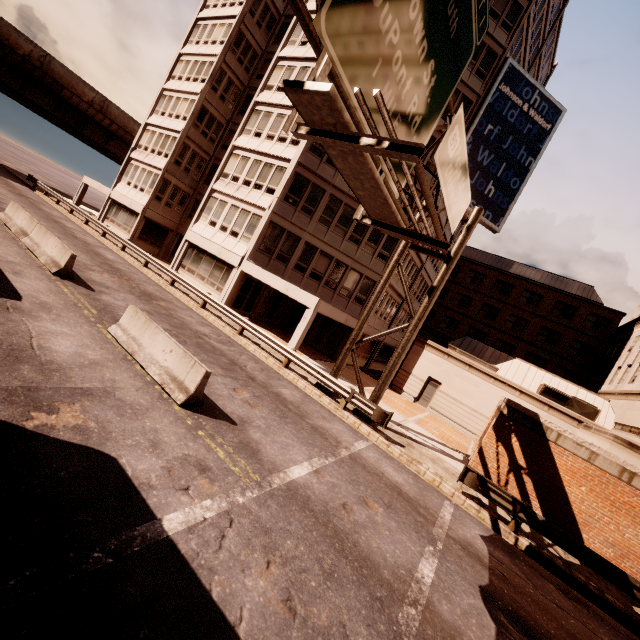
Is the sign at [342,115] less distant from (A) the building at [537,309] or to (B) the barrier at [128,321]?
(B) the barrier at [128,321]

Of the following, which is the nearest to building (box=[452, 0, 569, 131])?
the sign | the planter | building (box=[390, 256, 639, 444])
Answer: building (box=[390, 256, 639, 444])

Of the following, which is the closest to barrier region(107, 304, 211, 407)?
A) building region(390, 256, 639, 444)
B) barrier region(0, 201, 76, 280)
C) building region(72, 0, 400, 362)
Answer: barrier region(0, 201, 76, 280)

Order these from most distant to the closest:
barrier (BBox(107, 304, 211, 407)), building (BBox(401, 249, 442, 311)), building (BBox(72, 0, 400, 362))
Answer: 1. building (BBox(401, 249, 442, 311))
2. building (BBox(72, 0, 400, 362))
3. barrier (BBox(107, 304, 211, 407))

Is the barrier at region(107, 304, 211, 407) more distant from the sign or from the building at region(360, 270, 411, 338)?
the building at region(360, 270, 411, 338)

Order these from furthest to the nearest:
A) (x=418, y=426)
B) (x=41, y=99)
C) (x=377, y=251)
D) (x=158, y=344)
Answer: (x=41, y=99), (x=377, y=251), (x=418, y=426), (x=158, y=344)

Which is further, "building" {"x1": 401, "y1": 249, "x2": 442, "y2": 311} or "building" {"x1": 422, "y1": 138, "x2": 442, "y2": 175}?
"building" {"x1": 401, "y1": 249, "x2": 442, "y2": 311}

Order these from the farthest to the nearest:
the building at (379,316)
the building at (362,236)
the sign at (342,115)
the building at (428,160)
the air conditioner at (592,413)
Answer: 1. the building at (379,316)
2. the building at (428,160)
3. the building at (362,236)
4. the air conditioner at (592,413)
5. the sign at (342,115)
